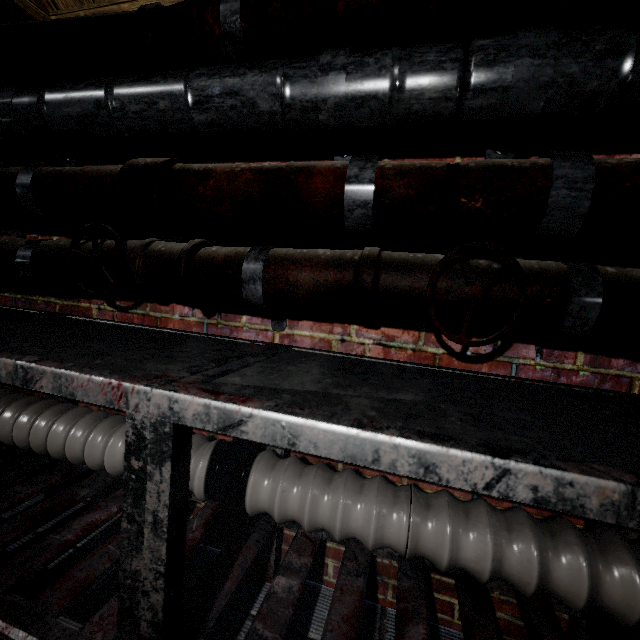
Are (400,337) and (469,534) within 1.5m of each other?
yes

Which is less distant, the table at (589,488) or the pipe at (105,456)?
the table at (589,488)

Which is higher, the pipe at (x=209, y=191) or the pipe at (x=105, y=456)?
the pipe at (x=209, y=191)

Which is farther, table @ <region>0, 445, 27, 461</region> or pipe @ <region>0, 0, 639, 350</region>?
table @ <region>0, 445, 27, 461</region>

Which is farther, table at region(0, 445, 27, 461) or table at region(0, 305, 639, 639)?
table at region(0, 445, 27, 461)

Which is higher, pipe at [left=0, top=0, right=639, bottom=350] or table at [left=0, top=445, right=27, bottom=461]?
pipe at [left=0, top=0, right=639, bottom=350]

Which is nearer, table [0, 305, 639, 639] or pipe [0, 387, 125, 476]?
table [0, 305, 639, 639]
